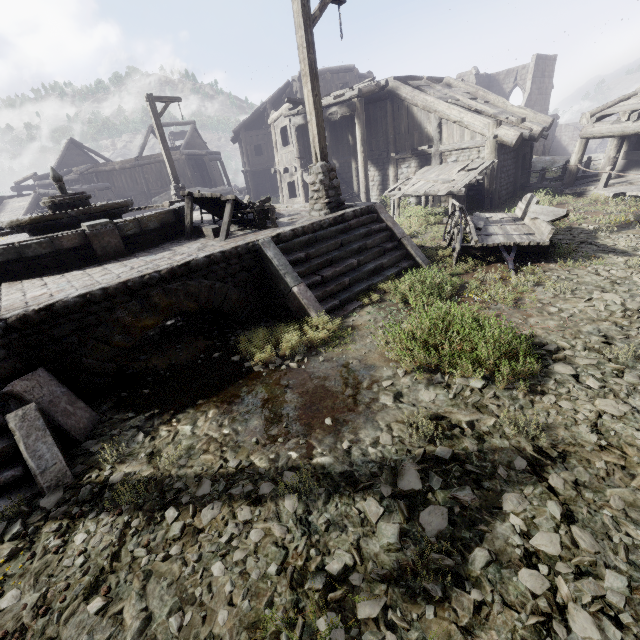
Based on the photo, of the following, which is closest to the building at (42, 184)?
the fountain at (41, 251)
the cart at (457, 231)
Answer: the fountain at (41, 251)

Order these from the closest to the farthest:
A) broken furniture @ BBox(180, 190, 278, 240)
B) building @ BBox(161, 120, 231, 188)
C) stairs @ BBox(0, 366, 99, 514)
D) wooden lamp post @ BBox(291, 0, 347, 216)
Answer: stairs @ BBox(0, 366, 99, 514) < wooden lamp post @ BBox(291, 0, 347, 216) < broken furniture @ BBox(180, 190, 278, 240) < building @ BBox(161, 120, 231, 188)

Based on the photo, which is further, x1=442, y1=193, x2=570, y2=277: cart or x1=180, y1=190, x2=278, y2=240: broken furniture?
x1=180, y1=190, x2=278, y2=240: broken furniture

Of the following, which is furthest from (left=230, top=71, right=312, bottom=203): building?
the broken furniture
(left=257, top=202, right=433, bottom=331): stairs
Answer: the broken furniture

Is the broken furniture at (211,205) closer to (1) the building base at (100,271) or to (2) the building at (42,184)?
(1) the building base at (100,271)

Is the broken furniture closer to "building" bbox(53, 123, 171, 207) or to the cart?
the cart

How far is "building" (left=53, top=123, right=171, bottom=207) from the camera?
25.11m

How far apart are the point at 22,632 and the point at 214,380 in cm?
305
